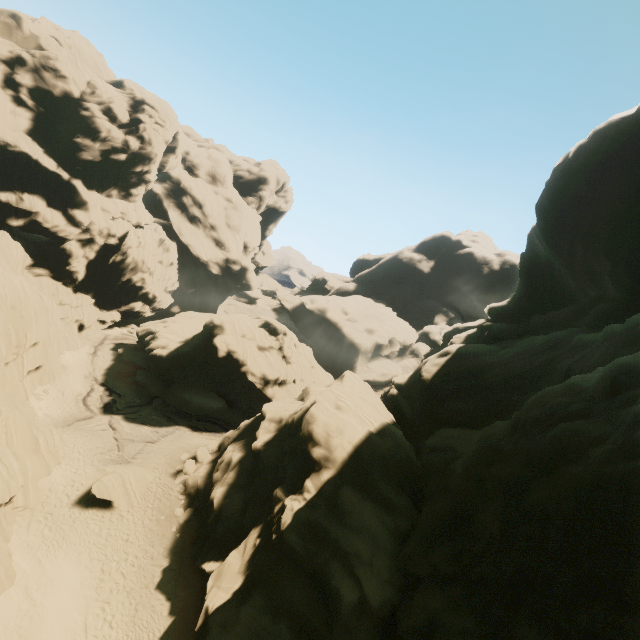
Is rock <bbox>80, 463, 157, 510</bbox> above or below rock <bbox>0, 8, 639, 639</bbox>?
below

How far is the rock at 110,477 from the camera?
23.1 meters

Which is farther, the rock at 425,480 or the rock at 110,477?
the rock at 110,477

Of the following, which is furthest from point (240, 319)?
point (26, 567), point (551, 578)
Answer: point (551, 578)

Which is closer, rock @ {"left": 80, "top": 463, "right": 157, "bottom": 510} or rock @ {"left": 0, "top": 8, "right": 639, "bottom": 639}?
rock @ {"left": 0, "top": 8, "right": 639, "bottom": 639}

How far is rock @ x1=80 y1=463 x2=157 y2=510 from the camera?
23.1 meters
